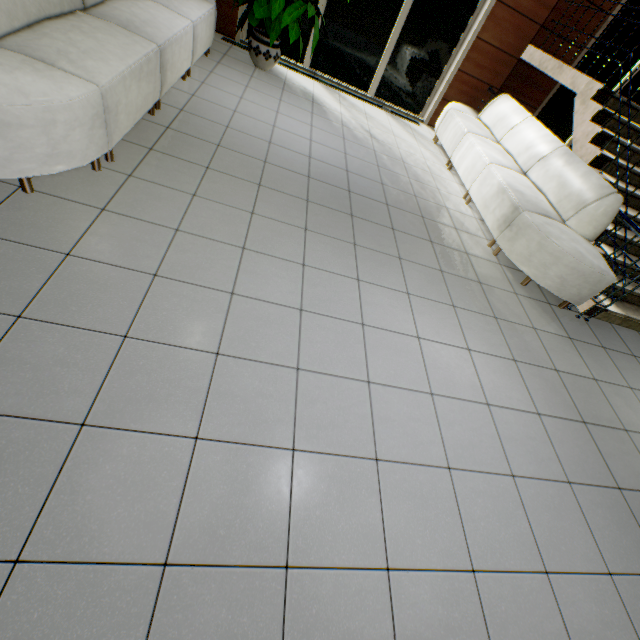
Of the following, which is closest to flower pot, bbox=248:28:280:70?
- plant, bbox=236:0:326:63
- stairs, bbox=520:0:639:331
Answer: plant, bbox=236:0:326:63

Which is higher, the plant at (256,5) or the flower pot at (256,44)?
the plant at (256,5)

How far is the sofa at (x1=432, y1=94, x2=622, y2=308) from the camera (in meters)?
3.46

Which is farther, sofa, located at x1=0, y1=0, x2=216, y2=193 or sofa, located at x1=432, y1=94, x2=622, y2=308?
sofa, located at x1=432, y1=94, x2=622, y2=308

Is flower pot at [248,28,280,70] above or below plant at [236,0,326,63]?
below

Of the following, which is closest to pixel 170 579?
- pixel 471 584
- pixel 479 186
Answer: pixel 471 584

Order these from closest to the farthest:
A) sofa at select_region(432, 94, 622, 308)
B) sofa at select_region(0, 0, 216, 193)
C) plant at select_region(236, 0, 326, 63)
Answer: sofa at select_region(0, 0, 216, 193) → sofa at select_region(432, 94, 622, 308) → plant at select_region(236, 0, 326, 63)

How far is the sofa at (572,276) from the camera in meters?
3.5
